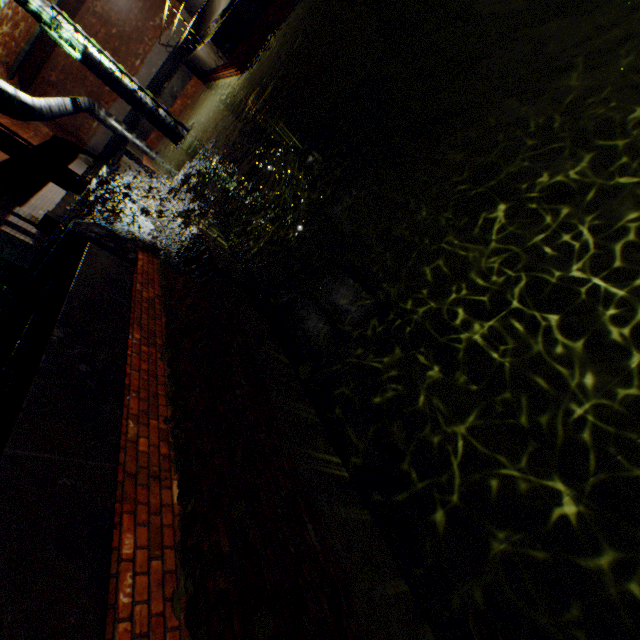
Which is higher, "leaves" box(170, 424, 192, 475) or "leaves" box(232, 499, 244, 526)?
"leaves" box(170, 424, 192, 475)

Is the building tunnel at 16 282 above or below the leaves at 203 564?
above

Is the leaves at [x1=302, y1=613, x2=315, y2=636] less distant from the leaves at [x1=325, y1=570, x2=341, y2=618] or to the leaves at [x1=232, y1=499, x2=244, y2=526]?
the leaves at [x1=325, y1=570, x2=341, y2=618]

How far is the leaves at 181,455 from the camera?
2.8m

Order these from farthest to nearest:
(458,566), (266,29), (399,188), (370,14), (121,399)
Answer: (370,14), (266,29), (399,188), (458,566), (121,399)

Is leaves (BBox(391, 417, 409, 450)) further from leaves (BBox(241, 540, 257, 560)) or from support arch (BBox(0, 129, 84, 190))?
support arch (BBox(0, 129, 84, 190))

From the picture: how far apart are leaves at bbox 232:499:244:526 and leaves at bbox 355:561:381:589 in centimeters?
93cm

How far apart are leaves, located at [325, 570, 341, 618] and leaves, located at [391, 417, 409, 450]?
0.78m
